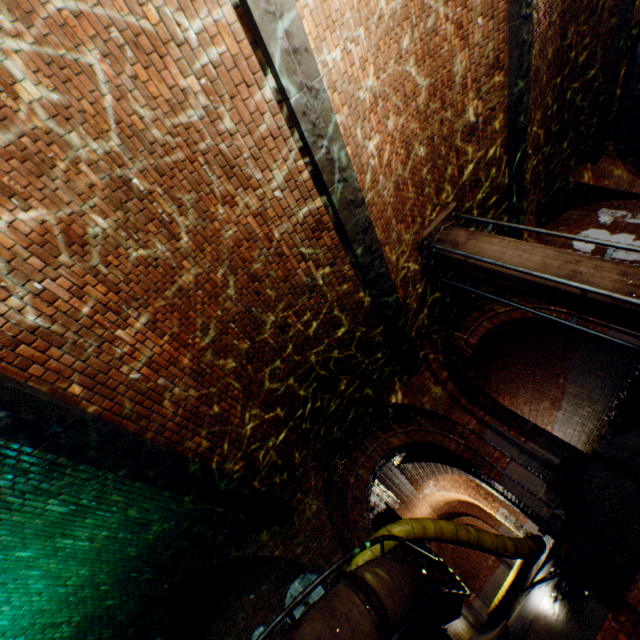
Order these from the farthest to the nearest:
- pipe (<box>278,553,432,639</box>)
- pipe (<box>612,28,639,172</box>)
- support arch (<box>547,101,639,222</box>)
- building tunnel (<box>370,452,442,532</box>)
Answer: building tunnel (<box>370,452,442,532</box>)
support arch (<box>547,101,639,222</box>)
pipe (<box>612,28,639,172</box>)
pipe (<box>278,553,432,639</box>)

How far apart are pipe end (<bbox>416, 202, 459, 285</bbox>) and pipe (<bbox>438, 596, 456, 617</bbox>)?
6.0 meters

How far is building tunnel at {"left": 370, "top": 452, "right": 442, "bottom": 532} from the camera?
11.3 meters

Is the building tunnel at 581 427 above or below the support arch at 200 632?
below

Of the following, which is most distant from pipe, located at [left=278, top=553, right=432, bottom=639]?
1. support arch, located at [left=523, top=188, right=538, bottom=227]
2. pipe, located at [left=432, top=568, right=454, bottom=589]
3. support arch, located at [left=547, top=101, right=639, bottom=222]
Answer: support arch, located at [left=547, top=101, right=639, bottom=222]

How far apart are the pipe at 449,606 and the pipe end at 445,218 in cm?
601

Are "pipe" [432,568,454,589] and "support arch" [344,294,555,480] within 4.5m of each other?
yes

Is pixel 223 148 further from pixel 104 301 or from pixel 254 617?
pixel 254 617
